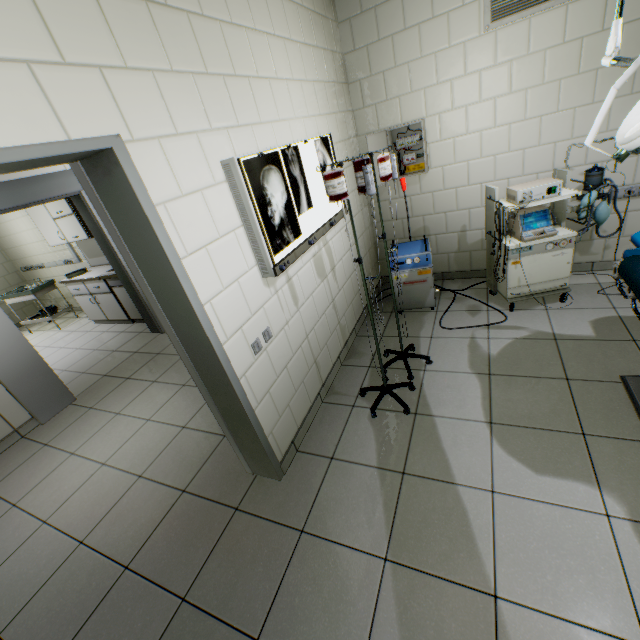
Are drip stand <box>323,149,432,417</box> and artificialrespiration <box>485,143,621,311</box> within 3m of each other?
yes

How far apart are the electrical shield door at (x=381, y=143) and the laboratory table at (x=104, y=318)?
4.5m

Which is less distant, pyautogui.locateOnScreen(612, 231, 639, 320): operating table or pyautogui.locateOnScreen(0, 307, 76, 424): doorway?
pyautogui.locateOnScreen(612, 231, 639, 320): operating table

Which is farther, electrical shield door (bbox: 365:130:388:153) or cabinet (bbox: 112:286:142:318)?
cabinet (bbox: 112:286:142:318)

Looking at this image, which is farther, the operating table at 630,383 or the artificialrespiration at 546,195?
the artificialrespiration at 546,195

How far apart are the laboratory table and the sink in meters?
0.1

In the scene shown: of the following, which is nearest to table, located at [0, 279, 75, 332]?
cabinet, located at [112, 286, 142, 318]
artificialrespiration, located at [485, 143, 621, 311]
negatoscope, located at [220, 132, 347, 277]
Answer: cabinet, located at [112, 286, 142, 318]

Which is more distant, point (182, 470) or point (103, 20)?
point (182, 470)
